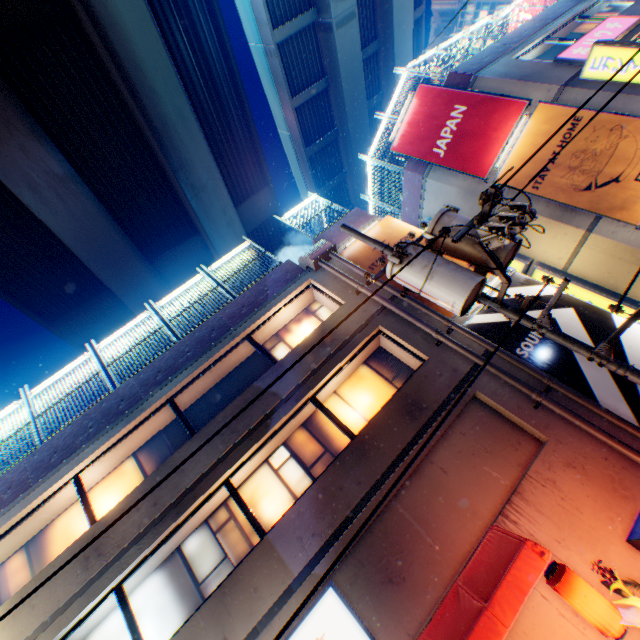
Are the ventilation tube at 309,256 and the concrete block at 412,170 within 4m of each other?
no

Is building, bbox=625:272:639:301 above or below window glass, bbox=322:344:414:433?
below

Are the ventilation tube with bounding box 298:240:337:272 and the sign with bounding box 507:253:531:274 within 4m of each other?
no

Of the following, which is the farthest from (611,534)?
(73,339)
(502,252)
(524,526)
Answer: (73,339)

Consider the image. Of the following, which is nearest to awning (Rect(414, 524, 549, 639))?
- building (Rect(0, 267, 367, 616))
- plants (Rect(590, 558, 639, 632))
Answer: building (Rect(0, 267, 367, 616))

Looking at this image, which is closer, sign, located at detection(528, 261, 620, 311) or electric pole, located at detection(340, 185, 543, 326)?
electric pole, located at detection(340, 185, 543, 326)

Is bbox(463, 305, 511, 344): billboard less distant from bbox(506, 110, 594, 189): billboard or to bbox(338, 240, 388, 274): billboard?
bbox(338, 240, 388, 274): billboard

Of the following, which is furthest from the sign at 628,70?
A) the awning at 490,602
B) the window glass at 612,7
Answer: the awning at 490,602
